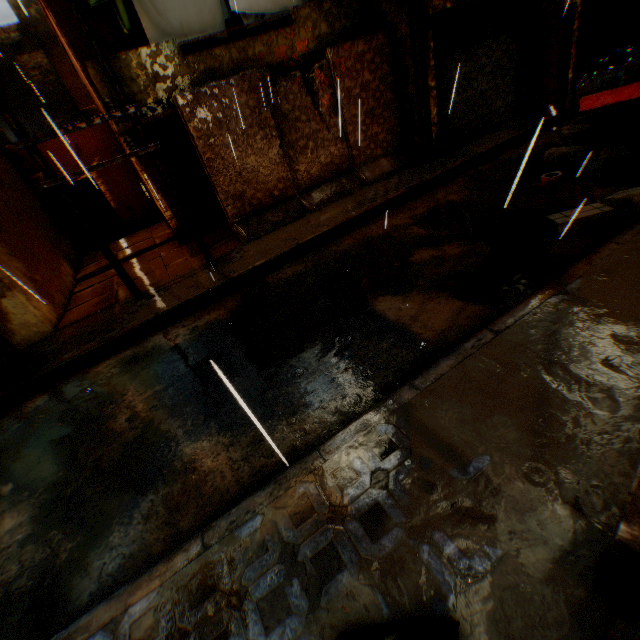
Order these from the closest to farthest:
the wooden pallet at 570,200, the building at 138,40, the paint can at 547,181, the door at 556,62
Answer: the wooden pallet at 570,200, the paint can at 547,181, the building at 138,40, the door at 556,62

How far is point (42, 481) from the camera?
3.9 meters

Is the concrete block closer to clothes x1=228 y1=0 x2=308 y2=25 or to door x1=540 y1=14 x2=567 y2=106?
clothes x1=228 y1=0 x2=308 y2=25

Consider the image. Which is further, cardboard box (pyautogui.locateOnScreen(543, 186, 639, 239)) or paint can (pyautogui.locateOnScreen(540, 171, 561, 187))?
paint can (pyautogui.locateOnScreen(540, 171, 561, 187))

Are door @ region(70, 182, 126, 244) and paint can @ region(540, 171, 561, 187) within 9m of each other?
no

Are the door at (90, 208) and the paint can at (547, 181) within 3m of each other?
no

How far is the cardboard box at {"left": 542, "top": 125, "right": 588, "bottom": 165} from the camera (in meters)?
6.82

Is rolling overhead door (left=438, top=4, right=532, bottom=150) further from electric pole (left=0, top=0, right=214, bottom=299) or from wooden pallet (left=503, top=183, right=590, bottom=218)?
wooden pallet (left=503, top=183, right=590, bottom=218)
